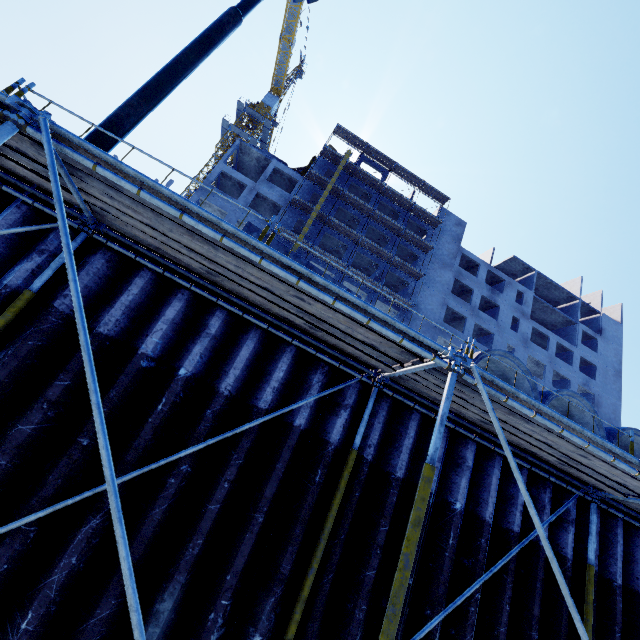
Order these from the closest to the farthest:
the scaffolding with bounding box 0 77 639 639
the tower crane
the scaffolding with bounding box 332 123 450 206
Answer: the scaffolding with bounding box 0 77 639 639 < the scaffolding with bounding box 332 123 450 206 < the tower crane

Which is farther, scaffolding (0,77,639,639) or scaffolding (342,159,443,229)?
scaffolding (342,159,443,229)

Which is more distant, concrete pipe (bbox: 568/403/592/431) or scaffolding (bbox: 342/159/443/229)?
scaffolding (bbox: 342/159/443/229)

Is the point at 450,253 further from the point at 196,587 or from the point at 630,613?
the point at 196,587

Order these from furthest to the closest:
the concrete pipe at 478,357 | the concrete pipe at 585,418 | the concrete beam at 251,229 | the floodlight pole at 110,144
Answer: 1. the concrete beam at 251,229
2. the concrete pipe at 585,418
3. the concrete pipe at 478,357
4. the floodlight pole at 110,144

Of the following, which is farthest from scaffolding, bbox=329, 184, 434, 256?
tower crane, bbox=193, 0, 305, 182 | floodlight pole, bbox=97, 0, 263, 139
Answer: tower crane, bbox=193, 0, 305, 182

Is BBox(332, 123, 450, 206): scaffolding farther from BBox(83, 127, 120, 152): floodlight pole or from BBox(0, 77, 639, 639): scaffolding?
BBox(0, 77, 639, 639): scaffolding

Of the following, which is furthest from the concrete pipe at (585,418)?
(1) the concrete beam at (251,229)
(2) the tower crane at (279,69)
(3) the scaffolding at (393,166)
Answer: (2) the tower crane at (279,69)
